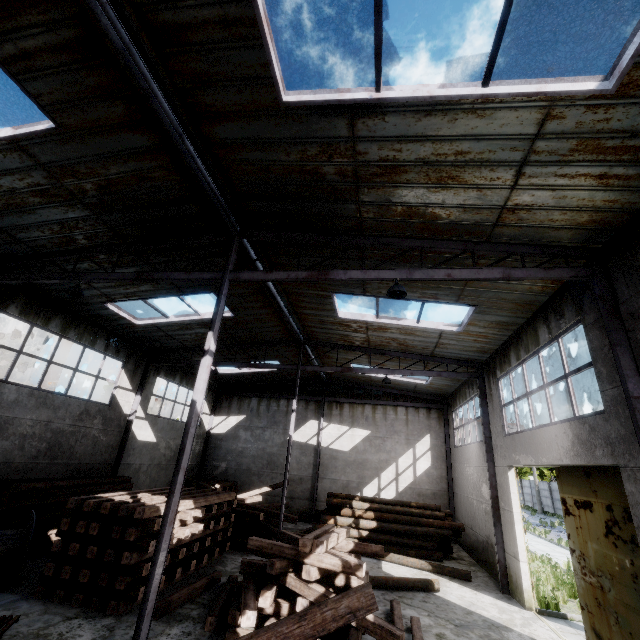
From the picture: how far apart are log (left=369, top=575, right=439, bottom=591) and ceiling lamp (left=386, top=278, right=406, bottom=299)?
8.7 meters

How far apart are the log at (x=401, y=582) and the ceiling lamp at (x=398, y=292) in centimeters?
872cm

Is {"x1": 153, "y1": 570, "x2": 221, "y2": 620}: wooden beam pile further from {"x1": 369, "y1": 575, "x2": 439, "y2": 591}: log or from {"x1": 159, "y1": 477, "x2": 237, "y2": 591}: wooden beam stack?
{"x1": 369, "y1": 575, "x2": 439, "y2": 591}: log

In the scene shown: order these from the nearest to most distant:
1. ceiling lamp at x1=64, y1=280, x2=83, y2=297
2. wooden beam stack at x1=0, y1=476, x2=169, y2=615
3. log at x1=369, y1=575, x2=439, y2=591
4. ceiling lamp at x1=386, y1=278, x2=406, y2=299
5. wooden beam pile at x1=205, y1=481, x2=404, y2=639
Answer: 1. wooden beam pile at x1=205, y1=481, x2=404, y2=639
2. ceiling lamp at x1=386, y1=278, x2=406, y2=299
3. wooden beam stack at x1=0, y1=476, x2=169, y2=615
4. ceiling lamp at x1=64, y1=280, x2=83, y2=297
5. log at x1=369, y1=575, x2=439, y2=591

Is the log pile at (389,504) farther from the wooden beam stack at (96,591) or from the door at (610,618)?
the door at (610,618)

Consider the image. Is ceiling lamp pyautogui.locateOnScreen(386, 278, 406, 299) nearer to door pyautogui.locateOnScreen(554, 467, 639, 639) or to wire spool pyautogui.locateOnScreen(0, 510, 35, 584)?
door pyautogui.locateOnScreen(554, 467, 639, 639)

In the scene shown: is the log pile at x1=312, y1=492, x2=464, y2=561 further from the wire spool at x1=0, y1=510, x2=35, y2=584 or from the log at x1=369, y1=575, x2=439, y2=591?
the wire spool at x1=0, y1=510, x2=35, y2=584

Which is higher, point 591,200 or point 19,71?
point 19,71
